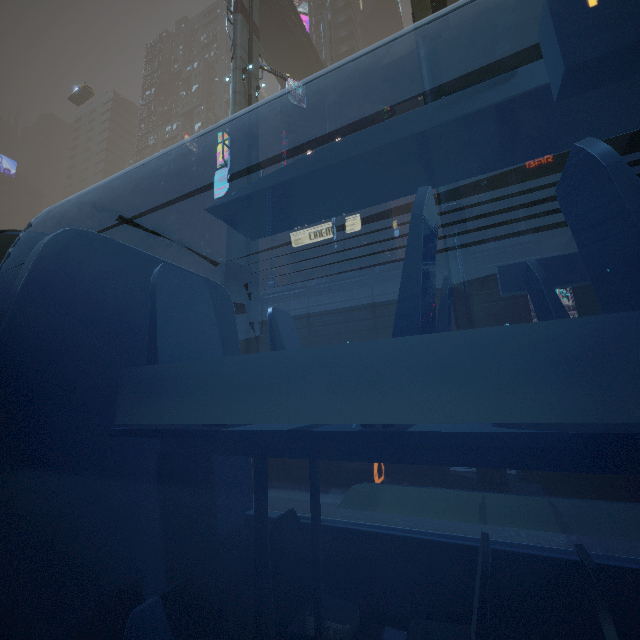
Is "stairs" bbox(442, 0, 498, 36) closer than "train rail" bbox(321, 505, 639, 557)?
No

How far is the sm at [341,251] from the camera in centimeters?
3155cm

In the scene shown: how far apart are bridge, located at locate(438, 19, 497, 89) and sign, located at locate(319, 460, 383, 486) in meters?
41.0 m

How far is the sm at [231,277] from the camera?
16.2 meters

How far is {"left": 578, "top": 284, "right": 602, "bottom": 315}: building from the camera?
20.0m

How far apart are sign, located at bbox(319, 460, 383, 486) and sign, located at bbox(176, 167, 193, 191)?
55.4 meters

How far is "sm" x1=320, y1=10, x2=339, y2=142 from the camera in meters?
35.2 m

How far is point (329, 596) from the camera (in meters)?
2.69
